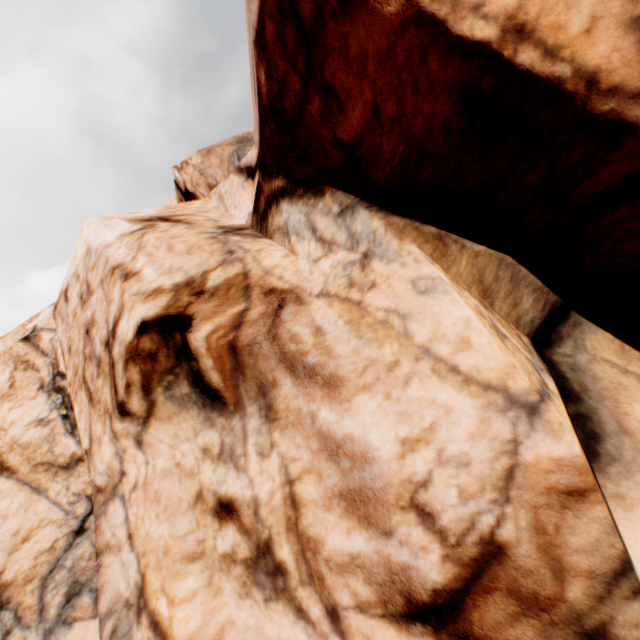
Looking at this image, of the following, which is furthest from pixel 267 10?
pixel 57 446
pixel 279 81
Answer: Result: pixel 57 446
